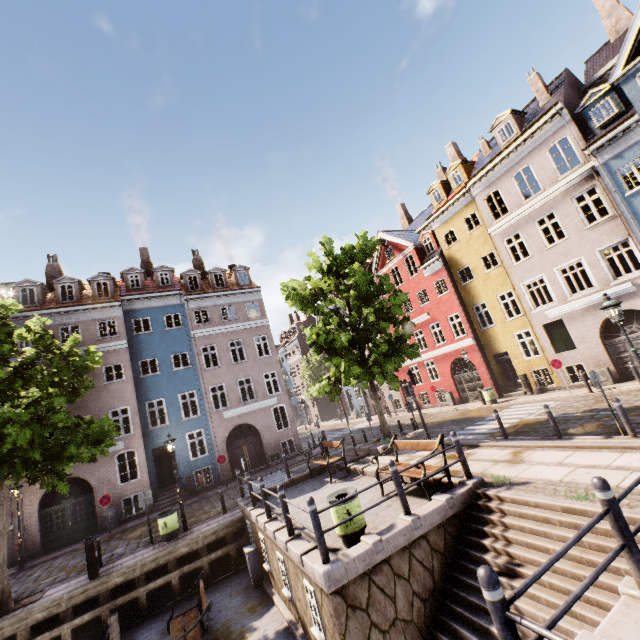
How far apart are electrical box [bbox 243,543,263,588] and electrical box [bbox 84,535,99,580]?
4.87m

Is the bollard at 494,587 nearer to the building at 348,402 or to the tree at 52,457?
the tree at 52,457

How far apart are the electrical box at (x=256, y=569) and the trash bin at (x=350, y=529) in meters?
4.9 m

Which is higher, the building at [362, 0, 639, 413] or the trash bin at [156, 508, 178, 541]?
the building at [362, 0, 639, 413]

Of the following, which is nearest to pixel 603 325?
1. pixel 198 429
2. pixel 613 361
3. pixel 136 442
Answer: pixel 613 361

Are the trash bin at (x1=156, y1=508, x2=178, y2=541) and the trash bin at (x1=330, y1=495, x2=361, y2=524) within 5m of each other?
no

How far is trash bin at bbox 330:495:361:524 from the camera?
6.82m

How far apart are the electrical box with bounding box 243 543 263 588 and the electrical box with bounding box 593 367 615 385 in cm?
1788
